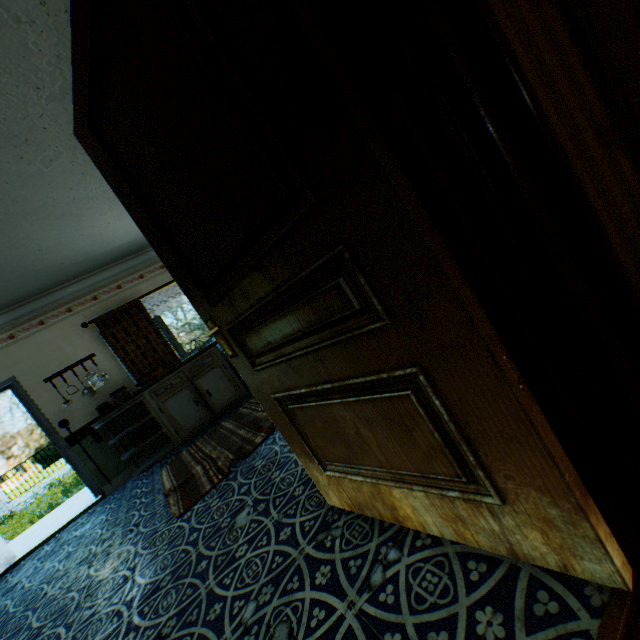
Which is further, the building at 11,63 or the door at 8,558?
the door at 8,558

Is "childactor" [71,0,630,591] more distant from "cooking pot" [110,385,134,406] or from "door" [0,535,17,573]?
"door" [0,535,17,573]

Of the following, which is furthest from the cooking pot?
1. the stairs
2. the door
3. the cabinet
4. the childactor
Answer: the childactor

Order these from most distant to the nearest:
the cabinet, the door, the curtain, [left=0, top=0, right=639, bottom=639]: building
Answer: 1. the curtain
2. the cabinet
3. the door
4. [left=0, top=0, right=639, bottom=639]: building

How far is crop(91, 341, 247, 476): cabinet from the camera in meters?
4.8

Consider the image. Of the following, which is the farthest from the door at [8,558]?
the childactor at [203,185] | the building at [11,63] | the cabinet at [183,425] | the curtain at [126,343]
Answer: the childactor at [203,185]

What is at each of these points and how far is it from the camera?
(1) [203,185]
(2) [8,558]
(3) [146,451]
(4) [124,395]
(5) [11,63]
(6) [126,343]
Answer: (1) childactor, 1.1m
(2) door, 4.4m
(3) building, 5.4m
(4) cooking pot, 5.1m
(5) building, 2.0m
(6) curtain, 5.4m

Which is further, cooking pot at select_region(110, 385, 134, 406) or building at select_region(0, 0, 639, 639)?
cooking pot at select_region(110, 385, 134, 406)
